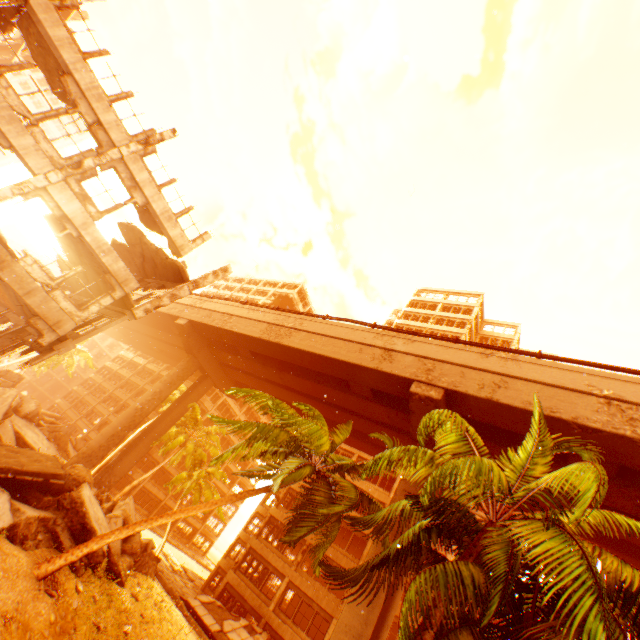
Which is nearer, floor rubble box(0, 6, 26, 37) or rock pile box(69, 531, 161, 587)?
floor rubble box(0, 6, 26, 37)

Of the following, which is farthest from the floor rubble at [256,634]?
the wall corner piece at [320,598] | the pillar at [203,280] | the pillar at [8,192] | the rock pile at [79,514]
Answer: the pillar at [8,192]

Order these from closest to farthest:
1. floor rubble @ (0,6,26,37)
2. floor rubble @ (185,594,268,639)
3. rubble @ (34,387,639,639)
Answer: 1. rubble @ (34,387,639,639)
2. floor rubble @ (0,6,26,37)
3. floor rubble @ (185,594,268,639)

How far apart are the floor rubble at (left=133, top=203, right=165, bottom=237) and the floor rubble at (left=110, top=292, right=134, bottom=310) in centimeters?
248cm

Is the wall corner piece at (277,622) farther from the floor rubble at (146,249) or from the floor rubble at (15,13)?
the floor rubble at (15,13)

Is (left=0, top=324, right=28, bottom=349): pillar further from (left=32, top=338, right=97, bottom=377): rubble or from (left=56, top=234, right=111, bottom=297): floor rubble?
(left=32, top=338, right=97, bottom=377): rubble

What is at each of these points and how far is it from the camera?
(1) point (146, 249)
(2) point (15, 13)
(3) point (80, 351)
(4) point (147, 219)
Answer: (1) floor rubble, 18.0m
(2) floor rubble, 11.7m
(3) rubble, 41.0m
(4) floor rubble, 16.0m

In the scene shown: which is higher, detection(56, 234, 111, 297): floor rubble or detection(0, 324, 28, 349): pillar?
detection(56, 234, 111, 297): floor rubble
